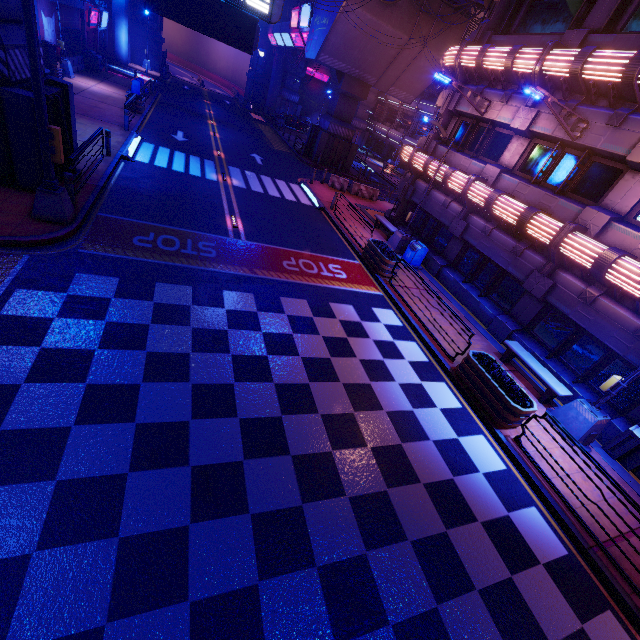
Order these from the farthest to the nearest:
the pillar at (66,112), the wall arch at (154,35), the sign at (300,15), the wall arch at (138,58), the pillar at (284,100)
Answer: the pillar at (284,100) < the wall arch at (154,35) < the wall arch at (138,58) < the sign at (300,15) < the pillar at (66,112)

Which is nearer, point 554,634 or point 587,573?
point 554,634

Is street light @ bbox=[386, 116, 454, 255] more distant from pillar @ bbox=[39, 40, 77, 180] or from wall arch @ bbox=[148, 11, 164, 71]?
wall arch @ bbox=[148, 11, 164, 71]

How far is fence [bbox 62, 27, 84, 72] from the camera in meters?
24.5

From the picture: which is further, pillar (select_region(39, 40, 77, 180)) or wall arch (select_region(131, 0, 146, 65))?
wall arch (select_region(131, 0, 146, 65))

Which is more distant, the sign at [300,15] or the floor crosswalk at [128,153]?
the sign at [300,15]

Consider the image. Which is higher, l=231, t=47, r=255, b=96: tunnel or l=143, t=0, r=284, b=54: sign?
l=143, t=0, r=284, b=54: sign

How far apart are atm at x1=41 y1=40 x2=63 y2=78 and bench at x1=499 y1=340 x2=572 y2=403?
32.4m
